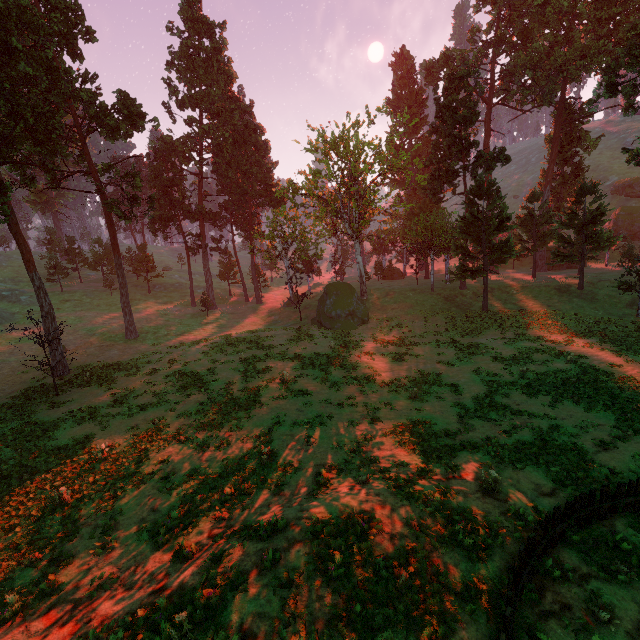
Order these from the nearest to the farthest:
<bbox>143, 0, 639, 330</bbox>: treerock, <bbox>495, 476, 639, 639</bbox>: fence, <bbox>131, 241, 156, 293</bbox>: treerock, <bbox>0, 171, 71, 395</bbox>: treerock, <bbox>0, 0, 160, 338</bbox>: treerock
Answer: <bbox>495, 476, 639, 639</bbox>: fence
<bbox>0, 171, 71, 395</bbox>: treerock
<bbox>0, 0, 160, 338</bbox>: treerock
<bbox>143, 0, 639, 330</bbox>: treerock
<bbox>131, 241, 156, 293</bbox>: treerock

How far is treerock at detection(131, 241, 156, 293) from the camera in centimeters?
5412cm

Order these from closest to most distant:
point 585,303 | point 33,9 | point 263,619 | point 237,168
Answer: point 263,619
point 33,9
point 585,303
point 237,168

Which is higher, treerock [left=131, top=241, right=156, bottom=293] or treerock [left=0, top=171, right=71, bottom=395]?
treerock [left=131, top=241, right=156, bottom=293]

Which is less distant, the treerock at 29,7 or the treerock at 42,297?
the treerock at 42,297

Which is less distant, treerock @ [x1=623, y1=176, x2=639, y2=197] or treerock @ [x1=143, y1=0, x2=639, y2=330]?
treerock @ [x1=143, y1=0, x2=639, y2=330]

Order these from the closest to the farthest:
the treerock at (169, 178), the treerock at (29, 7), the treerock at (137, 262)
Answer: the treerock at (29, 7) → the treerock at (169, 178) → the treerock at (137, 262)
